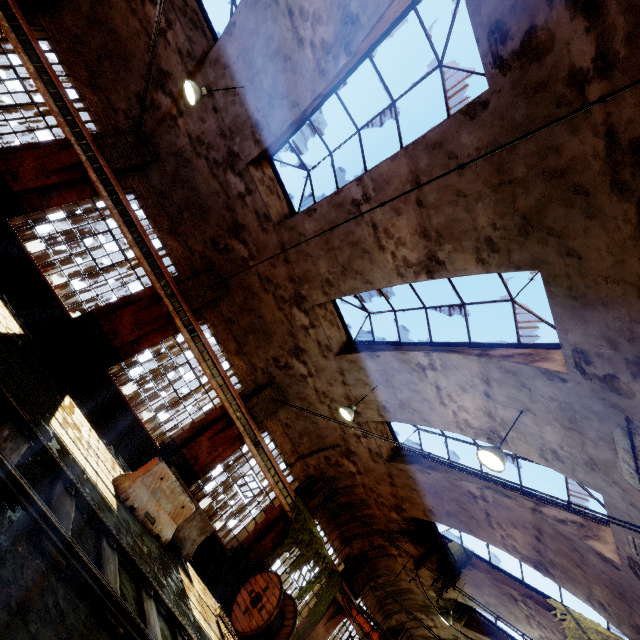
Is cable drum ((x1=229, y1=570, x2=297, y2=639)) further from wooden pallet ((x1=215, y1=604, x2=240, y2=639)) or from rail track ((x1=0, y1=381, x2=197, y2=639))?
rail track ((x1=0, y1=381, x2=197, y2=639))

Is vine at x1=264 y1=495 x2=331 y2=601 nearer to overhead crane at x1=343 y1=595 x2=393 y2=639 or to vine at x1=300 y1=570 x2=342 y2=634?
vine at x1=300 y1=570 x2=342 y2=634

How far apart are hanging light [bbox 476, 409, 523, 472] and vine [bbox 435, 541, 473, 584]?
9.21m

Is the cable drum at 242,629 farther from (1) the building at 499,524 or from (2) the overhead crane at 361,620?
(2) the overhead crane at 361,620

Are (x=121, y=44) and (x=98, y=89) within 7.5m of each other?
yes

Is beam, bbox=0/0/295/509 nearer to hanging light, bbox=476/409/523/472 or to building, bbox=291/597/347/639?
building, bbox=291/597/347/639

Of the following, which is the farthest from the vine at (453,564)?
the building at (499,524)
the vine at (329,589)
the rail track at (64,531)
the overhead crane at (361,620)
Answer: the rail track at (64,531)

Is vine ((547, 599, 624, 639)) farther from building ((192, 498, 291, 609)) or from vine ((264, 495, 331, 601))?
vine ((264, 495, 331, 601))
